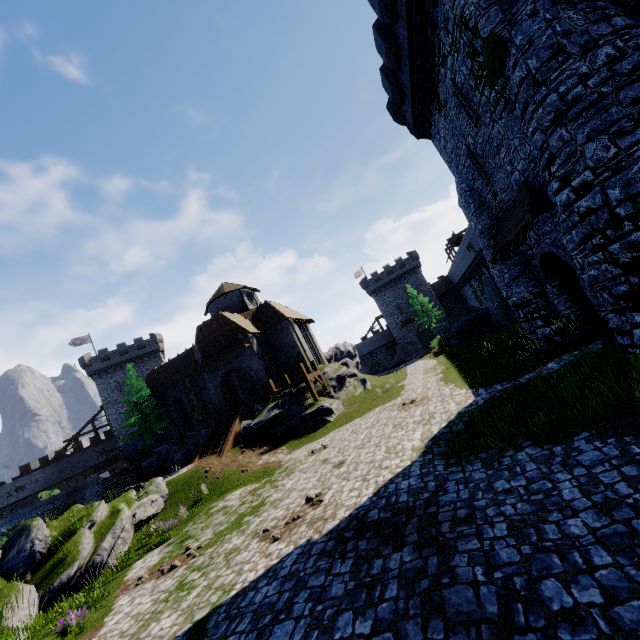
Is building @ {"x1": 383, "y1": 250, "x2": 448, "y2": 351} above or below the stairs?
above

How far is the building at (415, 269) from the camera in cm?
5778

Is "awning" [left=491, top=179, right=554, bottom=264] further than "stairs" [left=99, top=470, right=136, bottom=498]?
No

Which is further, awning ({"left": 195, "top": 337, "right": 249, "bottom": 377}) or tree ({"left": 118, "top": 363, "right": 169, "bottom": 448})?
tree ({"left": 118, "top": 363, "right": 169, "bottom": 448})

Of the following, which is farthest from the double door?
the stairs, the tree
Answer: the stairs

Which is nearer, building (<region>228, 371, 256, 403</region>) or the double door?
the double door

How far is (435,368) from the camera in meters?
25.8 m

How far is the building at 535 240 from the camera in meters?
11.1 m
